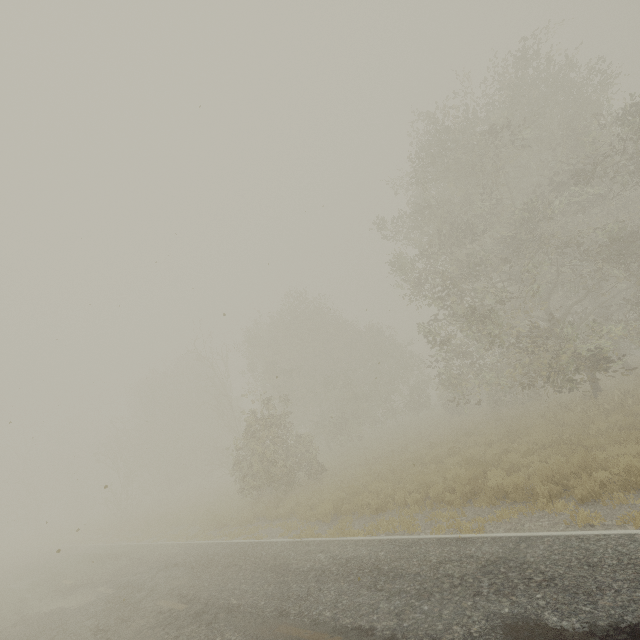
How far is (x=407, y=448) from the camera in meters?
19.3 m
